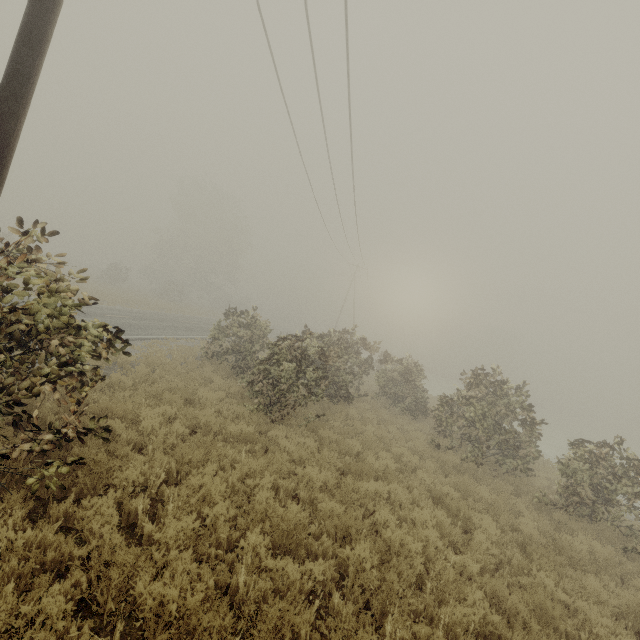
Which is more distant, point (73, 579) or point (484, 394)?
point (484, 394)

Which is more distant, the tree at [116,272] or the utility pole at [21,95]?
the tree at [116,272]

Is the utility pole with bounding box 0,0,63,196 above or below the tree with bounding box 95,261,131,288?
above

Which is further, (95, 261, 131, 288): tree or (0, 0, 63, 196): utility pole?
(95, 261, 131, 288): tree

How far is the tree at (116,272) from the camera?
37.2m

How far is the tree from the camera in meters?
37.2
